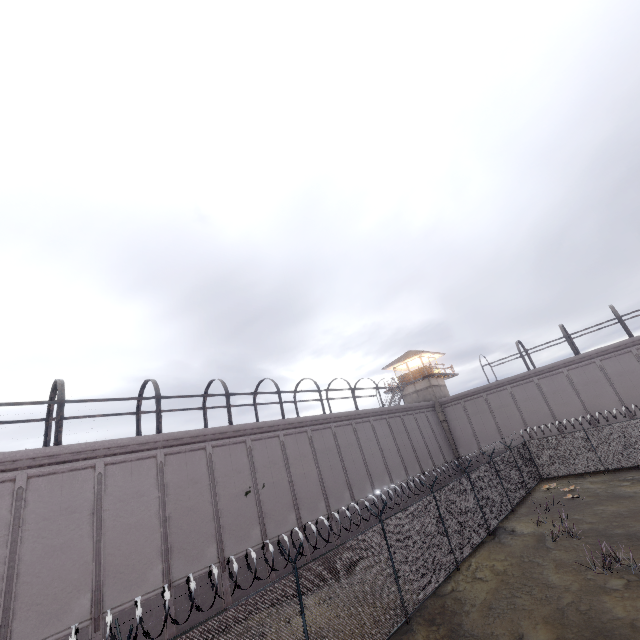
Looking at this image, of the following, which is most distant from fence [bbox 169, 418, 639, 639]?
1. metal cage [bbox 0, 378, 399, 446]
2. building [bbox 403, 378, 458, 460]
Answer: Result: building [bbox 403, 378, 458, 460]

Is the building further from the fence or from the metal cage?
the fence

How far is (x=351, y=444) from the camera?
24.9 meters

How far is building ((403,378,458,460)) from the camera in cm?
3539

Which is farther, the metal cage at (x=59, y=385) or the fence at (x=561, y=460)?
the metal cage at (x=59, y=385)

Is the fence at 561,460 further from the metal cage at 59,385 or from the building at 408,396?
the building at 408,396

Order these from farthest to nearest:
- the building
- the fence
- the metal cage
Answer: the building → the metal cage → the fence
